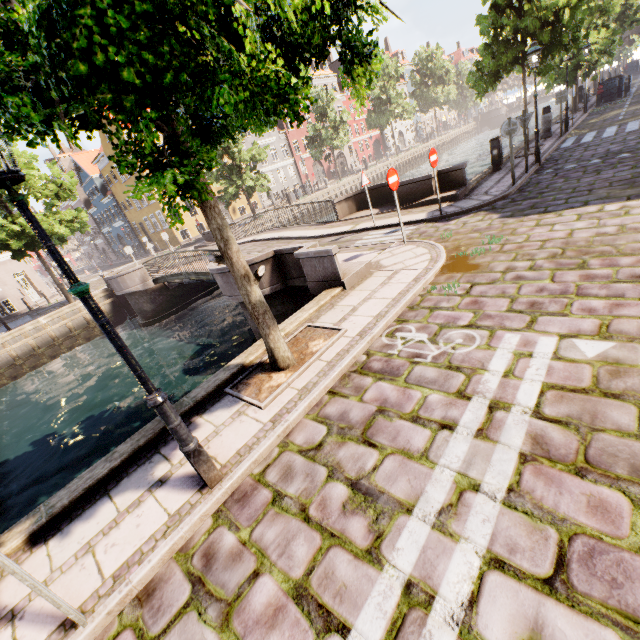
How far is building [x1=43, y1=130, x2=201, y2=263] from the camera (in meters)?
33.88

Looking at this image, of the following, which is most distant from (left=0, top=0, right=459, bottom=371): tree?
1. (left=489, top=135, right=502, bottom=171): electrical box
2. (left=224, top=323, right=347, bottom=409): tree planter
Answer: (left=489, top=135, right=502, bottom=171): electrical box

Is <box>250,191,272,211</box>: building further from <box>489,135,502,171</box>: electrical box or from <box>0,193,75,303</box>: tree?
<box>489,135,502,171</box>: electrical box

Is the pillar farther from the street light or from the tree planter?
the street light

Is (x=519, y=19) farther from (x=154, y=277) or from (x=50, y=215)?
(x=50, y=215)

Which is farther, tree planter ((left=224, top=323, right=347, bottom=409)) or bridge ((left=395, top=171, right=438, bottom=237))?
bridge ((left=395, top=171, right=438, bottom=237))

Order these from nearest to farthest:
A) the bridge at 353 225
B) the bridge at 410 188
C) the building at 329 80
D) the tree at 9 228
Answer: the bridge at 353 225, the bridge at 410 188, the tree at 9 228, the building at 329 80

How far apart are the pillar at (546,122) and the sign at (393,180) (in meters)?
14.25
